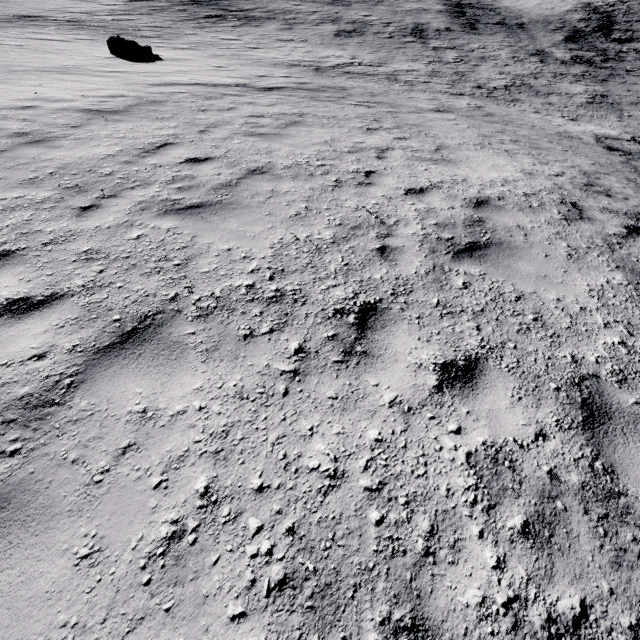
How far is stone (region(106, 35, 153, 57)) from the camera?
15.12m

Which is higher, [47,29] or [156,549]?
[156,549]

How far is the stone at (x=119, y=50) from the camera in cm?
1512
